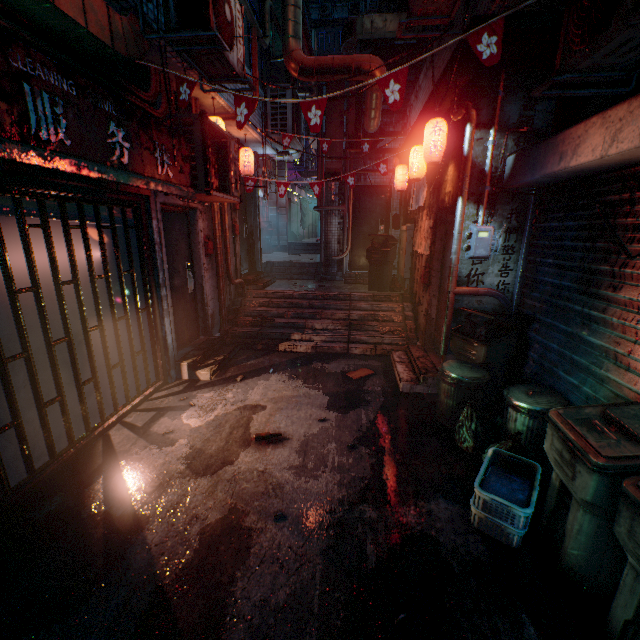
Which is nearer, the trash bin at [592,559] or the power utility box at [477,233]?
the trash bin at [592,559]

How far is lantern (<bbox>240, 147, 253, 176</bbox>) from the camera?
6.1m

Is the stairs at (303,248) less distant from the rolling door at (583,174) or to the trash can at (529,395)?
the rolling door at (583,174)

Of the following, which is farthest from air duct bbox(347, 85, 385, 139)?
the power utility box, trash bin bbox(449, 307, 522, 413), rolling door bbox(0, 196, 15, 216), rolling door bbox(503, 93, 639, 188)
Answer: trash bin bbox(449, 307, 522, 413)

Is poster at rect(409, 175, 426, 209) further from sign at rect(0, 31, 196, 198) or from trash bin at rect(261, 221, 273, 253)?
Answer: trash bin at rect(261, 221, 273, 253)

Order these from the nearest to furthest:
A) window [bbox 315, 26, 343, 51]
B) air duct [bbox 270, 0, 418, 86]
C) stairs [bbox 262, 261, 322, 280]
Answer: air duct [bbox 270, 0, 418, 86], stairs [bbox 262, 261, 322, 280], window [bbox 315, 26, 343, 51]

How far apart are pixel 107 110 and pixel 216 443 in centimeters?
298cm

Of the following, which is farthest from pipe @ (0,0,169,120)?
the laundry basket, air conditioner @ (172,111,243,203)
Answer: the laundry basket
